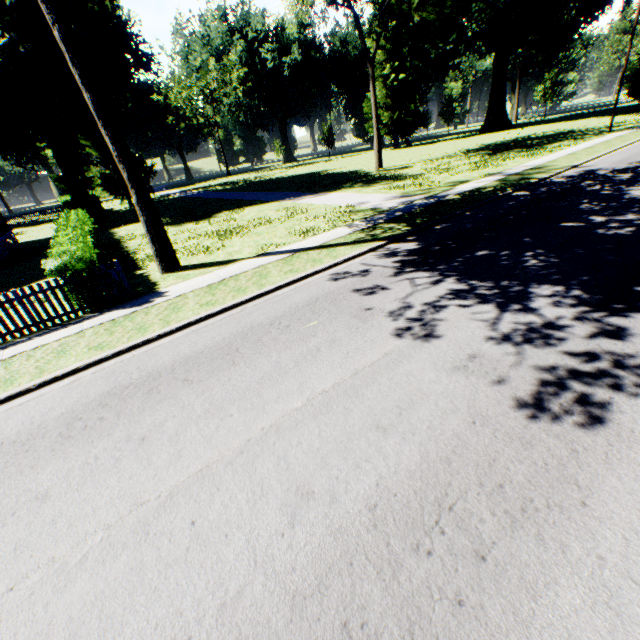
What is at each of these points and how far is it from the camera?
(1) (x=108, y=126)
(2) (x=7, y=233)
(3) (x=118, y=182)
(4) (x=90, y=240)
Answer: (1) tree, 9.96m
(2) house, 24.94m
(3) plant, 38.06m
(4) hedge, 11.91m

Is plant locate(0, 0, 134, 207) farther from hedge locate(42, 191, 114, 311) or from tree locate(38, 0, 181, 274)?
hedge locate(42, 191, 114, 311)

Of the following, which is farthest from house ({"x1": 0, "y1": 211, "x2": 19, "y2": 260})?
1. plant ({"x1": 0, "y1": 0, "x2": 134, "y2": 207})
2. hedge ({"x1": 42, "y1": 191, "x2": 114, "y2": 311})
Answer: plant ({"x1": 0, "y1": 0, "x2": 134, "y2": 207})

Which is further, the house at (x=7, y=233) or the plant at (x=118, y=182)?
the house at (x=7, y=233)

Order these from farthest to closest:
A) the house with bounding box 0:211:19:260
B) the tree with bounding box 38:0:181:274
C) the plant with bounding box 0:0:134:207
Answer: the house with bounding box 0:211:19:260, the plant with bounding box 0:0:134:207, the tree with bounding box 38:0:181:274

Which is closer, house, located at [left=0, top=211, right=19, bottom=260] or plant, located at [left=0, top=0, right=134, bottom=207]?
plant, located at [left=0, top=0, right=134, bottom=207]

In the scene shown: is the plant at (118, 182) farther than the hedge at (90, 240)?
Yes
